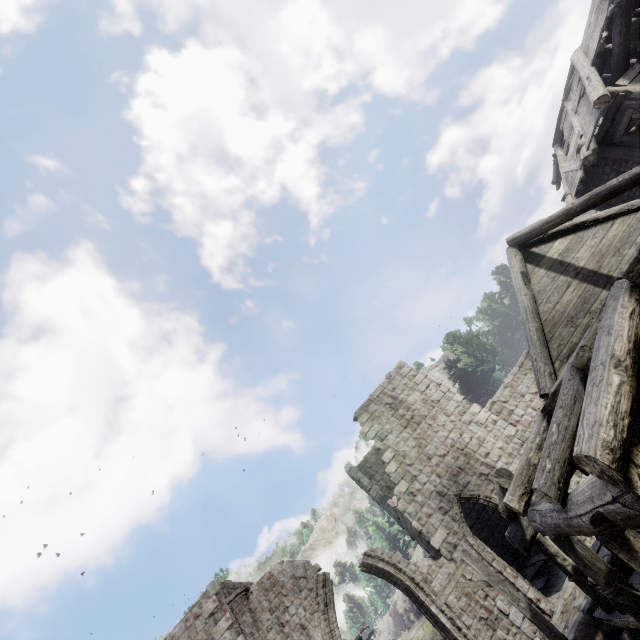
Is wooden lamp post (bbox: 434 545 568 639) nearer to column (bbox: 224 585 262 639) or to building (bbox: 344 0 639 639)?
building (bbox: 344 0 639 639)

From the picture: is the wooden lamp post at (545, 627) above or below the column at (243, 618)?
below

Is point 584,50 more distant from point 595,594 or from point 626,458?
point 595,594

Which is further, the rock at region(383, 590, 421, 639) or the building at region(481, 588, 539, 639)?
the rock at region(383, 590, 421, 639)

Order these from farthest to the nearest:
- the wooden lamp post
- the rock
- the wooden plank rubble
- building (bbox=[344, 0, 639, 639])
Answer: the rock, the wooden plank rubble, the wooden lamp post, building (bbox=[344, 0, 639, 639])

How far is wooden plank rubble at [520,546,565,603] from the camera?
11.8 meters

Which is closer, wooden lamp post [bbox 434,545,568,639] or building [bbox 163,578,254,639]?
wooden lamp post [bbox 434,545,568,639]

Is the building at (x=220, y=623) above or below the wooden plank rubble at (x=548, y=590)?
above
